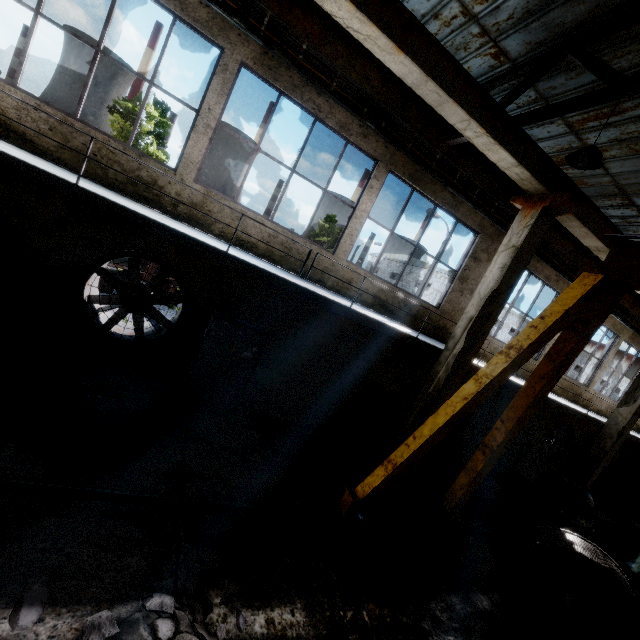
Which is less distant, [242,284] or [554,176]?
[554,176]

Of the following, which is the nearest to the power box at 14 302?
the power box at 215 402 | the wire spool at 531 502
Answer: the power box at 215 402

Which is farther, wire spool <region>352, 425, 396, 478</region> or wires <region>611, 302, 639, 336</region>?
wires <region>611, 302, 639, 336</region>

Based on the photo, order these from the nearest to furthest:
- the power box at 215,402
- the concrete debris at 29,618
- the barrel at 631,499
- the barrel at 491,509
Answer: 1. the concrete debris at 29,618
2. the power box at 215,402
3. the barrel at 491,509
4. the barrel at 631,499

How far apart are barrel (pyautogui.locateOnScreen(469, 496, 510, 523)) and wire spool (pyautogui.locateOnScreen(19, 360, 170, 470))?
9.0 meters

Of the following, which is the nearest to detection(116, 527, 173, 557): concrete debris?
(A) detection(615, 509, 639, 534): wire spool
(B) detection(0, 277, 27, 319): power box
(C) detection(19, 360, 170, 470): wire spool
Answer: (C) detection(19, 360, 170, 470): wire spool

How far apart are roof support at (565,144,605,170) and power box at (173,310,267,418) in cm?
642

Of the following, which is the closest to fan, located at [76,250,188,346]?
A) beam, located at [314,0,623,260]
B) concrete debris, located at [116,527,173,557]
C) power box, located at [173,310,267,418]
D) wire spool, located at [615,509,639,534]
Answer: power box, located at [173,310,267,418]
